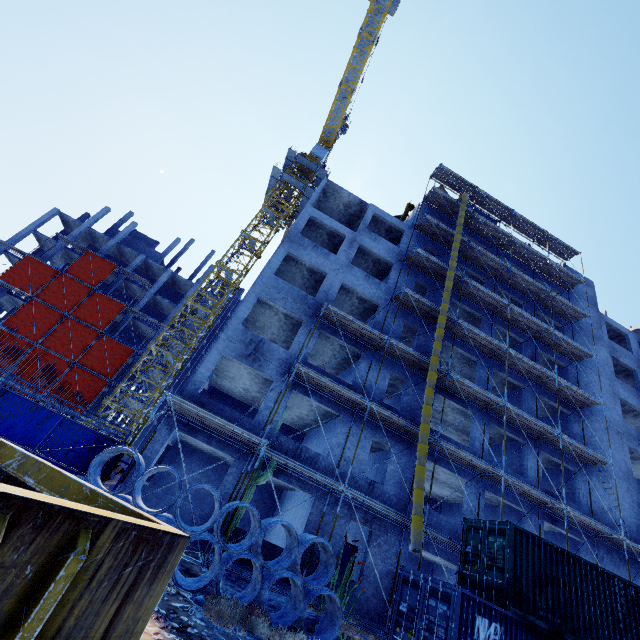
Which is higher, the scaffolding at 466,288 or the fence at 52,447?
Answer: the scaffolding at 466,288

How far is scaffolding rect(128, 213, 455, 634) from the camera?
12.32m

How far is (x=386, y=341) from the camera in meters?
18.2 m

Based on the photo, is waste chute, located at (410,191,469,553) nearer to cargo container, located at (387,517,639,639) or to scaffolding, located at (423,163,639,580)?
scaffolding, located at (423,163,639,580)

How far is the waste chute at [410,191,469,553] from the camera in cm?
1222

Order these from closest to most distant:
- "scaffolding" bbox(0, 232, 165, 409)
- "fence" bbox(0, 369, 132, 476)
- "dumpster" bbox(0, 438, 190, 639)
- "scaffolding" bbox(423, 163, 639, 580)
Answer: "dumpster" bbox(0, 438, 190, 639)
"fence" bbox(0, 369, 132, 476)
"scaffolding" bbox(423, 163, 639, 580)
"scaffolding" bbox(0, 232, 165, 409)

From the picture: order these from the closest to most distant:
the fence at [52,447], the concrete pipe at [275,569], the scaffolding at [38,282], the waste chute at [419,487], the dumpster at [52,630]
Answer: the dumpster at [52,630], the concrete pipe at [275,569], the fence at [52,447], the waste chute at [419,487], the scaffolding at [38,282]

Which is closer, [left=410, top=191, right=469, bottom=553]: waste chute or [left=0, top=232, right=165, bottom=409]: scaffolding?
[left=410, top=191, right=469, bottom=553]: waste chute
